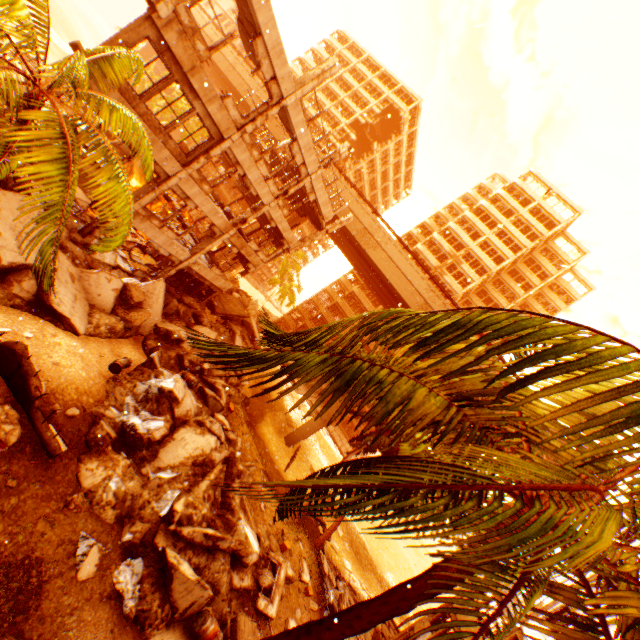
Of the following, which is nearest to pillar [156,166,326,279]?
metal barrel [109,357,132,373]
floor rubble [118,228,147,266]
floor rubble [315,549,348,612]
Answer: floor rubble [118,228,147,266]

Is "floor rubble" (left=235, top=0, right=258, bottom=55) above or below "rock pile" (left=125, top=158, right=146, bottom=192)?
above

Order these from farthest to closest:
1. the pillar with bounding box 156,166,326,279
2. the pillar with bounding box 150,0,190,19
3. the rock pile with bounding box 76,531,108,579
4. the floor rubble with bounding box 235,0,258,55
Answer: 1. the pillar with bounding box 156,166,326,279
2. the floor rubble with bounding box 235,0,258,55
3. the pillar with bounding box 150,0,190,19
4. the rock pile with bounding box 76,531,108,579

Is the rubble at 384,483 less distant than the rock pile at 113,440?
Yes

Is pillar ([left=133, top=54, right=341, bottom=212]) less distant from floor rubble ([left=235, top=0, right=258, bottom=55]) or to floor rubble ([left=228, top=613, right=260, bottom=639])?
floor rubble ([left=235, top=0, right=258, bottom=55])

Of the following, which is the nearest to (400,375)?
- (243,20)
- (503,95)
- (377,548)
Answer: (243,20)

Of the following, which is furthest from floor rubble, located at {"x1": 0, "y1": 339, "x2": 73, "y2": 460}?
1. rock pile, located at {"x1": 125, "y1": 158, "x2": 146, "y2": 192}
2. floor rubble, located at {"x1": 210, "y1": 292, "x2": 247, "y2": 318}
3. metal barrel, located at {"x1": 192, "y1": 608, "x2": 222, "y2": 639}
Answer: rock pile, located at {"x1": 125, "y1": 158, "x2": 146, "y2": 192}

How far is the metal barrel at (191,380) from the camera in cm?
1675
